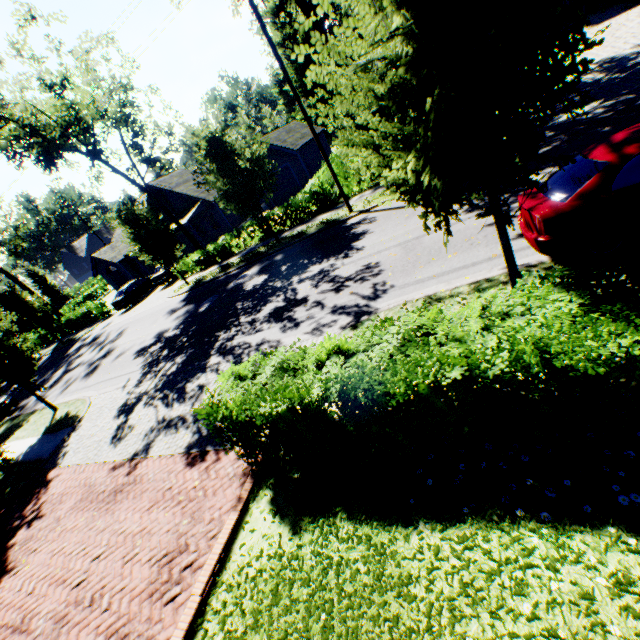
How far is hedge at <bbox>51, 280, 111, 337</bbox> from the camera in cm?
3004

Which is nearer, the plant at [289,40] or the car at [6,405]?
the car at [6,405]

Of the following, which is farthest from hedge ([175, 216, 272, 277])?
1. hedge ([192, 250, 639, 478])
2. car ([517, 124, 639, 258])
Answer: car ([517, 124, 639, 258])

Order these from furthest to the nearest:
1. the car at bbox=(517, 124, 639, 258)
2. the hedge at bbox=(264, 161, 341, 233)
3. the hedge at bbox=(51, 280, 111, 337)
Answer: the hedge at bbox=(51, 280, 111, 337), the hedge at bbox=(264, 161, 341, 233), the car at bbox=(517, 124, 639, 258)

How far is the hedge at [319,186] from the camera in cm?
1872

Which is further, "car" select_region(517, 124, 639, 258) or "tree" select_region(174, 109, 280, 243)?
"tree" select_region(174, 109, 280, 243)

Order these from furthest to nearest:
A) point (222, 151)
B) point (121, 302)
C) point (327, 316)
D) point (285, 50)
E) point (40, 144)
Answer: point (285, 50)
point (121, 302)
point (40, 144)
point (222, 151)
point (327, 316)

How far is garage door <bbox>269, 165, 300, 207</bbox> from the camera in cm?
2861
